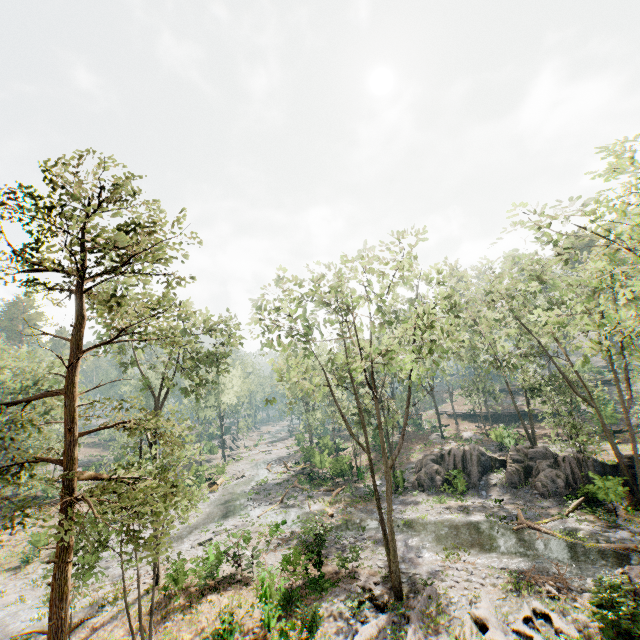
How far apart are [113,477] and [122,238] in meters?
6.9

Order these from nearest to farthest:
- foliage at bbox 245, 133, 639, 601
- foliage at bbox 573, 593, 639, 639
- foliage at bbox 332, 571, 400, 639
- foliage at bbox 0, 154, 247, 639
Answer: foliage at bbox 0, 154, 247, 639 < foliage at bbox 573, 593, 639, 639 < foliage at bbox 332, 571, 400, 639 < foliage at bbox 245, 133, 639, 601

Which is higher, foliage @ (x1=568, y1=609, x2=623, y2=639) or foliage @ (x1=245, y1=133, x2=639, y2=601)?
foliage @ (x1=245, y1=133, x2=639, y2=601)

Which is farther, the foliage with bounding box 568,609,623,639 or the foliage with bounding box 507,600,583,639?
the foliage with bounding box 507,600,583,639

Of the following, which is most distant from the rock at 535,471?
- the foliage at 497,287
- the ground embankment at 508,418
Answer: the ground embankment at 508,418

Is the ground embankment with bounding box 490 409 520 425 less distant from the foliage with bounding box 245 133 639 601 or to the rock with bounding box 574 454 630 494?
the foliage with bounding box 245 133 639 601

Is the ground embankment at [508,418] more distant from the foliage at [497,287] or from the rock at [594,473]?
the rock at [594,473]
